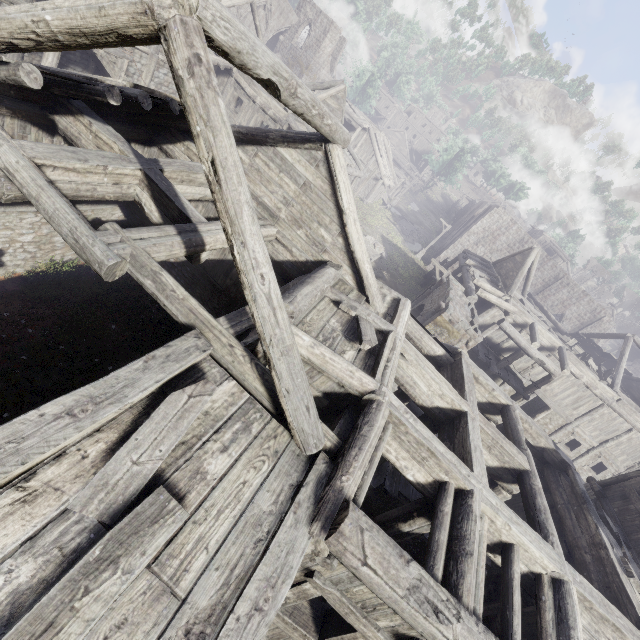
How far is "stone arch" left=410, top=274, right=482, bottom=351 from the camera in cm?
1411

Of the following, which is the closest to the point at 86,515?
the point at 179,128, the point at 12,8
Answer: the point at 12,8

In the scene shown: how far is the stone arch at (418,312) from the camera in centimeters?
1411cm

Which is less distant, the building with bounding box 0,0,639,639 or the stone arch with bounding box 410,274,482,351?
the building with bounding box 0,0,639,639

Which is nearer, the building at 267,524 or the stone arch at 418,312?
the building at 267,524
